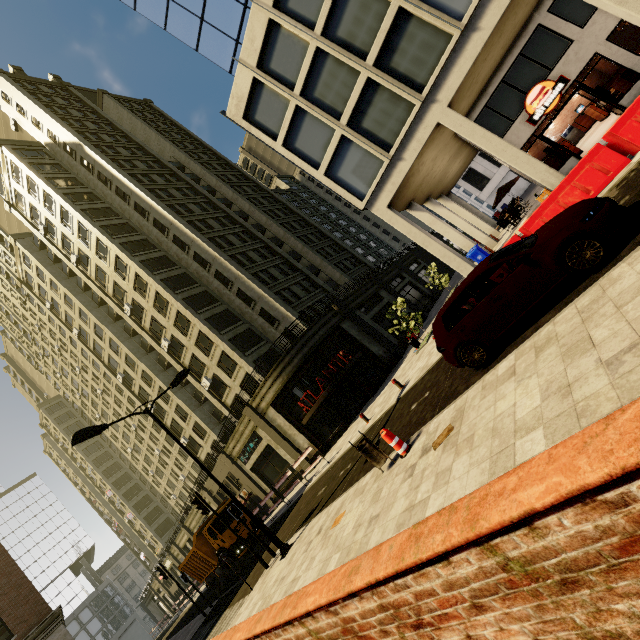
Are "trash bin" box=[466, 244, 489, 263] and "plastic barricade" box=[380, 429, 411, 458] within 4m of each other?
no

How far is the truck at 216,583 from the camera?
18.28m

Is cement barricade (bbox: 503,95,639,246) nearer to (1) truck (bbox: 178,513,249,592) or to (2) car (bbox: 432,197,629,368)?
(2) car (bbox: 432,197,629,368)

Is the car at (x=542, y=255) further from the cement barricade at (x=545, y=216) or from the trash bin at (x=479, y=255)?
the trash bin at (x=479, y=255)

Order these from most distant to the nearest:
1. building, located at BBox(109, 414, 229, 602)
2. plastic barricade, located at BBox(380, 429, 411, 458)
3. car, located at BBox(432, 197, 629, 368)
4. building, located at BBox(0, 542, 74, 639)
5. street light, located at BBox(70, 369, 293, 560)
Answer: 1. building, located at BBox(109, 414, 229, 602)
2. building, located at BBox(0, 542, 74, 639)
3. street light, located at BBox(70, 369, 293, 560)
4. plastic barricade, located at BBox(380, 429, 411, 458)
5. car, located at BBox(432, 197, 629, 368)

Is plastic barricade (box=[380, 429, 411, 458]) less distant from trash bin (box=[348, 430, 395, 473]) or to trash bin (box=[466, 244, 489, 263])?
trash bin (box=[348, 430, 395, 473])

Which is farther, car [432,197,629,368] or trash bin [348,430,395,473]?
trash bin [348,430,395,473]

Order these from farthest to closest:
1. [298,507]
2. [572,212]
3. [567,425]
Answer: [298,507] → [572,212] → [567,425]
